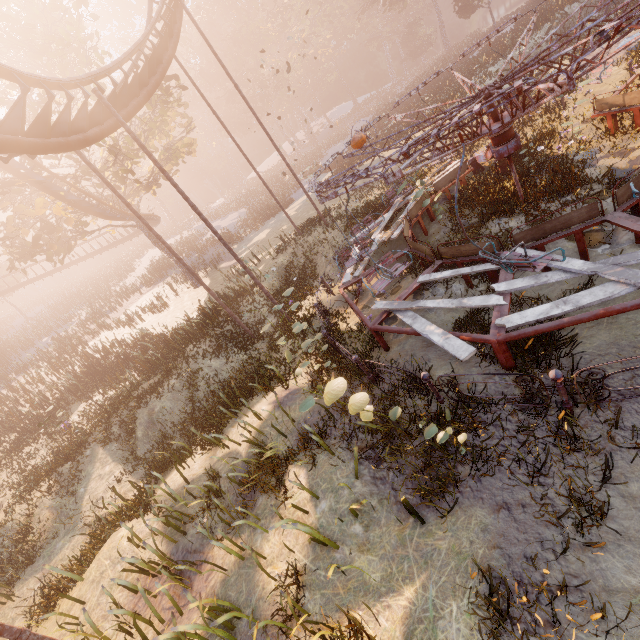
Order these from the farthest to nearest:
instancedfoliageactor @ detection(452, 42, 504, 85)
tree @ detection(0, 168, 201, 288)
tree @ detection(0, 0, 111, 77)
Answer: instancedfoliageactor @ detection(452, 42, 504, 85) < tree @ detection(0, 168, 201, 288) < tree @ detection(0, 0, 111, 77)

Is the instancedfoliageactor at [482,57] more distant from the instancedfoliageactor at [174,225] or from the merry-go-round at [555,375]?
the merry-go-round at [555,375]

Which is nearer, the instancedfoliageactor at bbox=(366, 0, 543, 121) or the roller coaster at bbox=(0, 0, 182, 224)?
the roller coaster at bbox=(0, 0, 182, 224)

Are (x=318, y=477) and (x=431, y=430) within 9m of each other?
yes

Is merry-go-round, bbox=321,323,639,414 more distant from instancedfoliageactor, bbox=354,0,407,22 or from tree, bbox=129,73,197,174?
tree, bbox=129,73,197,174

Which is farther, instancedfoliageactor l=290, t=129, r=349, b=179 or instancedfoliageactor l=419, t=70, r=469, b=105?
instancedfoliageactor l=290, t=129, r=349, b=179

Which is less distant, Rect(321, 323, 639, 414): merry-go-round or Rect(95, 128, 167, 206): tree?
Rect(321, 323, 639, 414): merry-go-round

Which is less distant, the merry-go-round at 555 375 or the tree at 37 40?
the merry-go-round at 555 375
